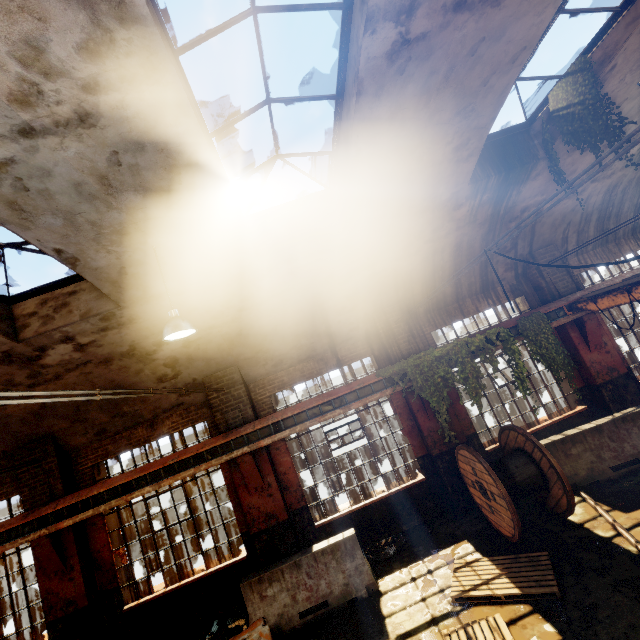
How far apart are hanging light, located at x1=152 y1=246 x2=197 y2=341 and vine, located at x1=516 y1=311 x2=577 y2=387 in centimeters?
810cm

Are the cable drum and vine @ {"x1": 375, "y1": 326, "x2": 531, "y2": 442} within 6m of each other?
yes

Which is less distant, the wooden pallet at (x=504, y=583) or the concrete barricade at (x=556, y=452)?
the wooden pallet at (x=504, y=583)

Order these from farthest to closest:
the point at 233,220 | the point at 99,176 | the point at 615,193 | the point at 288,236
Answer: the point at 615,193 → the point at 288,236 → the point at 233,220 → the point at 99,176

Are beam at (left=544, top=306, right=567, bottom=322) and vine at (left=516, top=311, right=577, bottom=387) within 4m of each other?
yes

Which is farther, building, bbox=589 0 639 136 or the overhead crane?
the overhead crane

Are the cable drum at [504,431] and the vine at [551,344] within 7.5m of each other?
yes

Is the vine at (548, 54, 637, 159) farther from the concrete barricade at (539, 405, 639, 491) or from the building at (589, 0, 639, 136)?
the concrete barricade at (539, 405, 639, 491)
